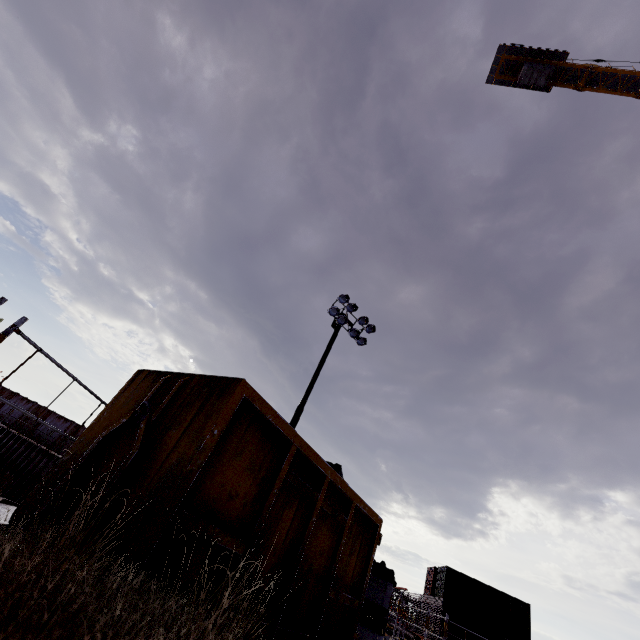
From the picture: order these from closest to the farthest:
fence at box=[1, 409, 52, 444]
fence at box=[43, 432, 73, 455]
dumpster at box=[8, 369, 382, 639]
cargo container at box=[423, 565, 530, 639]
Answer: dumpster at box=[8, 369, 382, 639], cargo container at box=[423, 565, 530, 639], fence at box=[43, 432, 73, 455], fence at box=[1, 409, 52, 444]

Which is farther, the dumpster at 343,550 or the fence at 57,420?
the fence at 57,420

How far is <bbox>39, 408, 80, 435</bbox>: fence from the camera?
24.38m

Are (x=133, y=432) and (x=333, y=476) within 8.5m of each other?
yes

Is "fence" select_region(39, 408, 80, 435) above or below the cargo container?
below

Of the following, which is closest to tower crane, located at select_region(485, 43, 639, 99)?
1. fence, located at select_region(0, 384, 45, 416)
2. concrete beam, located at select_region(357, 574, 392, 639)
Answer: concrete beam, located at select_region(357, 574, 392, 639)

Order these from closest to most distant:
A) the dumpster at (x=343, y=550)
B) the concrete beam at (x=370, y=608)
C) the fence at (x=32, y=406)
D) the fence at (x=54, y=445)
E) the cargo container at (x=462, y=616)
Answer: the dumpster at (x=343, y=550) < the concrete beam at (x=370, y=608) < the cargo container at (x=462, y=616) < the fence at (x=54, y=445) < the fence at (x=32, y=406)

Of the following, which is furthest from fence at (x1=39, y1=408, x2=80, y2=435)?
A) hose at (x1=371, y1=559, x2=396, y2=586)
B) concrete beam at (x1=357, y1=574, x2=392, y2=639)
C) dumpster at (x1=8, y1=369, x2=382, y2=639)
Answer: dumpster at (x1=8, y1=369, x2=382, y2=639)
